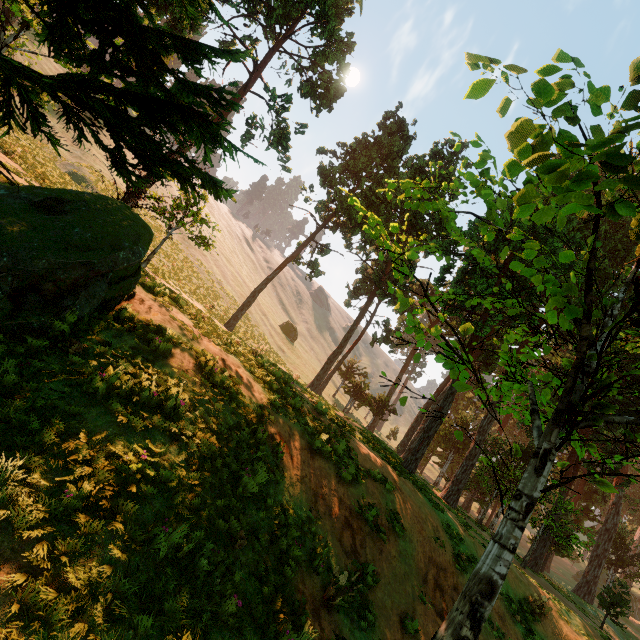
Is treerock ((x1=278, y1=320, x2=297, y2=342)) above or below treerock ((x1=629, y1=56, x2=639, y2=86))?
above

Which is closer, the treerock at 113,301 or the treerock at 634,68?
the treerock at 634,68

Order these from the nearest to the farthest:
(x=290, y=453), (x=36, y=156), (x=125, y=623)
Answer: (x=125, y=623) → (x=290, y=453) → (x=36, y=156)

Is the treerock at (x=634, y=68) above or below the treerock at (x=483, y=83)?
above

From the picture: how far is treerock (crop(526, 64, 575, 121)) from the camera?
2.53m
